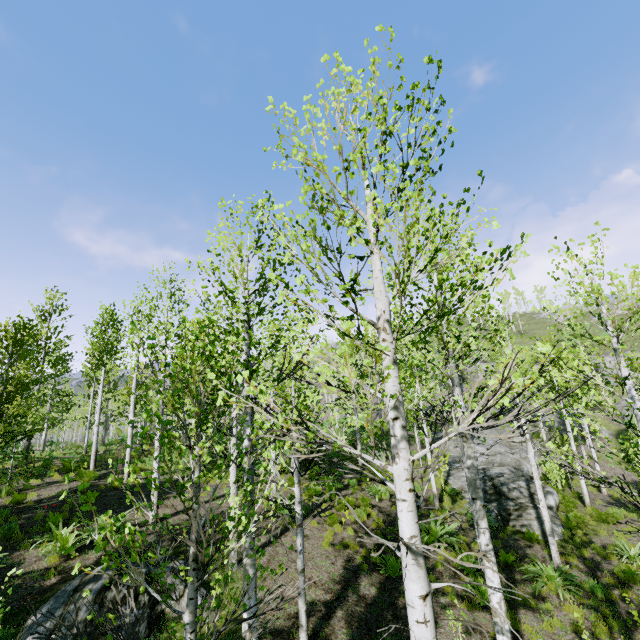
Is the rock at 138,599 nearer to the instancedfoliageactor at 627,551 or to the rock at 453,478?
the instancedfoliageactor at 627,551

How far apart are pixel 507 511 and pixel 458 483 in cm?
360

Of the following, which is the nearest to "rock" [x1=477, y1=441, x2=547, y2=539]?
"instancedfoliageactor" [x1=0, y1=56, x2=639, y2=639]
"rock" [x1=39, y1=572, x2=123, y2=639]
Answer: "instancedfoliageactor" [x1=0, y1=56, x2=639, y2=639]

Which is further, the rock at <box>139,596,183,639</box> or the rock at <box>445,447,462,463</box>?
the rock at <box>445,447,462,463</box>

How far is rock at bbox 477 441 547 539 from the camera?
13.90m

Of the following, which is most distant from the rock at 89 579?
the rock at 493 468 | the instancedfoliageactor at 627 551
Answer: the rock at 493 468
